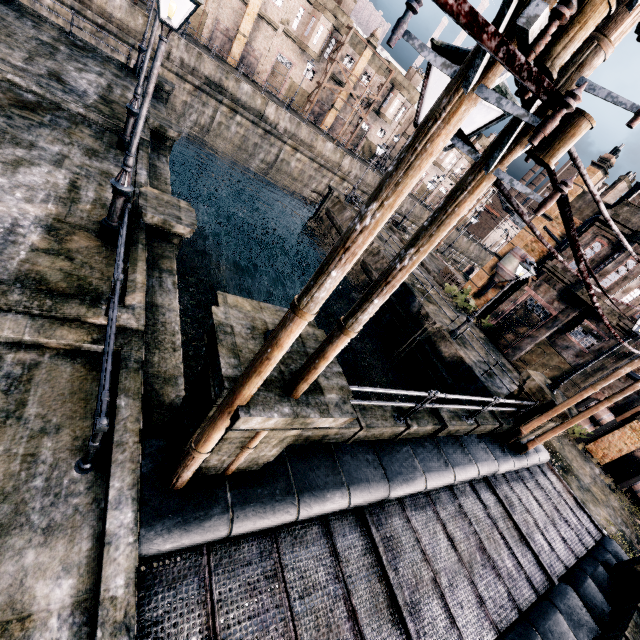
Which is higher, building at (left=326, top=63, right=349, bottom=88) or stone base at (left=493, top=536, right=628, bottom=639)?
building at (left=326, top=63, right=349, bottom=88)

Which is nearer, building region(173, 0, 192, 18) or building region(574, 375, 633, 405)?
building region(574, 375, 633, 405)

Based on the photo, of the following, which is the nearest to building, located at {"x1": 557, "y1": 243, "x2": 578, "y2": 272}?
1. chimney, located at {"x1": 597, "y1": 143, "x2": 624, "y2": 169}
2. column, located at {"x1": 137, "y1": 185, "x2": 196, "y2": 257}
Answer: chimney, located at {"x1": 597, "y1": 143, "x2": 624, "y2": 169}

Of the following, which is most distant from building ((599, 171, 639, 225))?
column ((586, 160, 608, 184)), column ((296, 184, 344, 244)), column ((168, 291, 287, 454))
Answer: column ((296, 184, 344, 244))

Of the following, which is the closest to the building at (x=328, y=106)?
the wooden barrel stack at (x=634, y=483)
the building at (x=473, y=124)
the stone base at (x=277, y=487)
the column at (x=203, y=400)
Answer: the building at (x=473, y=124)

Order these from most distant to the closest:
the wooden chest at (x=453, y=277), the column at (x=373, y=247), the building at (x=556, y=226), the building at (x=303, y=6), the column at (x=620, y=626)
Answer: the building at (x=303, y=6), the wooden chest at (x=453, y=277), the building at (x=556, y=226), the column at (x=373, y=247), the column at (x=620, y=626)

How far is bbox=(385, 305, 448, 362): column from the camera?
19.5 meters

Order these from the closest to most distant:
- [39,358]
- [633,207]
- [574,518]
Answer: [39,358] < [574,518] < [633,207]
